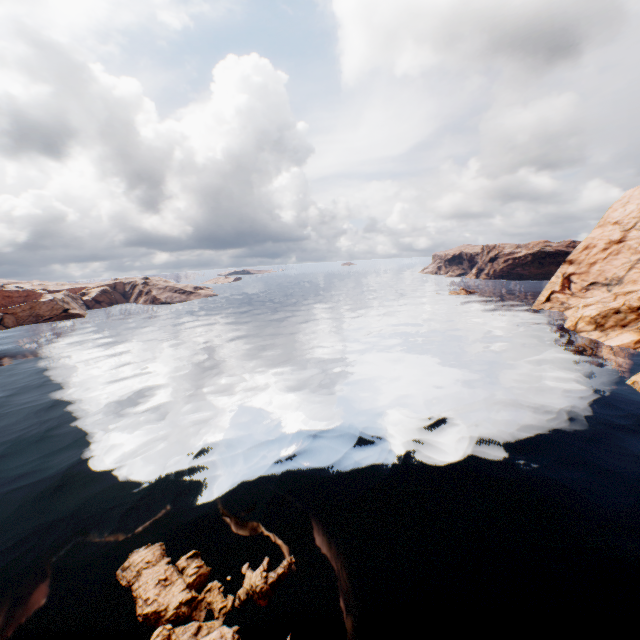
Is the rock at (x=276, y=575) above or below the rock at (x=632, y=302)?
below

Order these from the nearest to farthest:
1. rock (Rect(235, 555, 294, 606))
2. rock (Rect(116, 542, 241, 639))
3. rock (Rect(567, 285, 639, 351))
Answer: rock (Rect(116, 542, 241, 639)) → rock (Rect(235, 555, 294, 606)) → rock (Rect(567, 285, 639, 351))

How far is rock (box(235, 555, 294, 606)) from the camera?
15.9 meters

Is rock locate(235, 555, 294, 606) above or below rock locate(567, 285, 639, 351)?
below

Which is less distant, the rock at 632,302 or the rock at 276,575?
the rock at 276,575

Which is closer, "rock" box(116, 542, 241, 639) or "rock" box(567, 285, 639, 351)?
"rock" box(116, 542, 241, 639)

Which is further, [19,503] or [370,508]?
[19,503]
